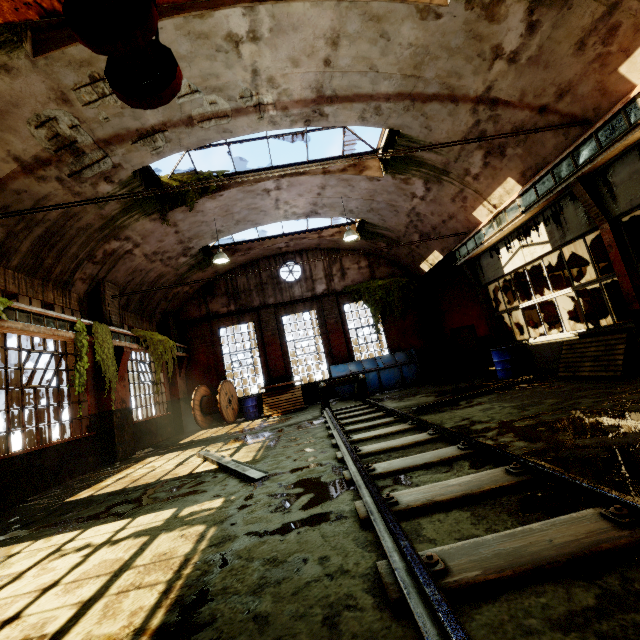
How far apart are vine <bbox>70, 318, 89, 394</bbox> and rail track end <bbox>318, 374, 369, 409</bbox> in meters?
6.5 m

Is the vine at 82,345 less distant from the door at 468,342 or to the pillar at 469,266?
the pillar at 469,266

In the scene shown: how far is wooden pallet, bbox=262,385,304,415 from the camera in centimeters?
1322cm

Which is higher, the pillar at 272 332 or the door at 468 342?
the pillar at 272 332

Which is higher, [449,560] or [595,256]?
[595,256]

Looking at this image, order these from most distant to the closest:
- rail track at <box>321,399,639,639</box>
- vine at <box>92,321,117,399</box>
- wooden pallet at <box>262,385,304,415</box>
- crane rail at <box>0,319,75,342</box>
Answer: wooden pallet at <box>262,385,304,415</box> < vine at <box>92,321,117,399</box> < crane rail at <box>0,319,75,342</box> < rail track at <box>321,399,639,639</box>

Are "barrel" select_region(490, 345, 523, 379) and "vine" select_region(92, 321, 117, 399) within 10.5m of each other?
no

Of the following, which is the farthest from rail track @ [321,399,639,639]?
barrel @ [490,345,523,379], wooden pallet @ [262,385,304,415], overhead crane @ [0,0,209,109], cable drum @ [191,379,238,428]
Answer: cable drum @ [191,379,238,428]
